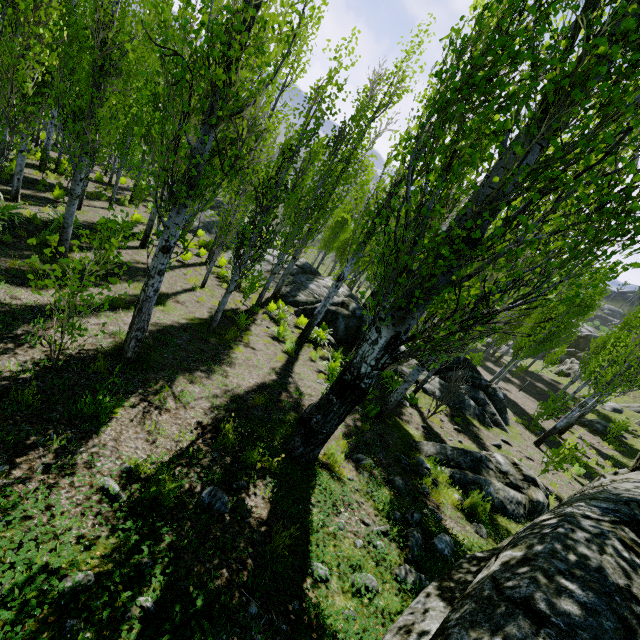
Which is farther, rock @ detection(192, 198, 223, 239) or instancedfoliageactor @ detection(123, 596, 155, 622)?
rock @ detection(192, 198, 223, 239)

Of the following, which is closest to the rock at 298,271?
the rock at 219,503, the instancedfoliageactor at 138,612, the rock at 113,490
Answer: the rock at 219,503

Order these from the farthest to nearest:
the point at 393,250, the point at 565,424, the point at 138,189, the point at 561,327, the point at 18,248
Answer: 1. the point at 561,327
2. the point at 565,424
3. the point at 138,189
4. the point at 18,248
5. the point at 393,250

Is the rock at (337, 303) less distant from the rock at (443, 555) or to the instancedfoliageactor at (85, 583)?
the instancedfoliageactor at (85, 583)

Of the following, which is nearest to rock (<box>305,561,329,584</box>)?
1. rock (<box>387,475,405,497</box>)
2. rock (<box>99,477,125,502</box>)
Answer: rock (<box>387,475,405,497</box>)

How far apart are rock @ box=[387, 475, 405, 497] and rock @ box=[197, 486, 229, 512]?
3.39m

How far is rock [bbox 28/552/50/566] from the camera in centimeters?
243cm
